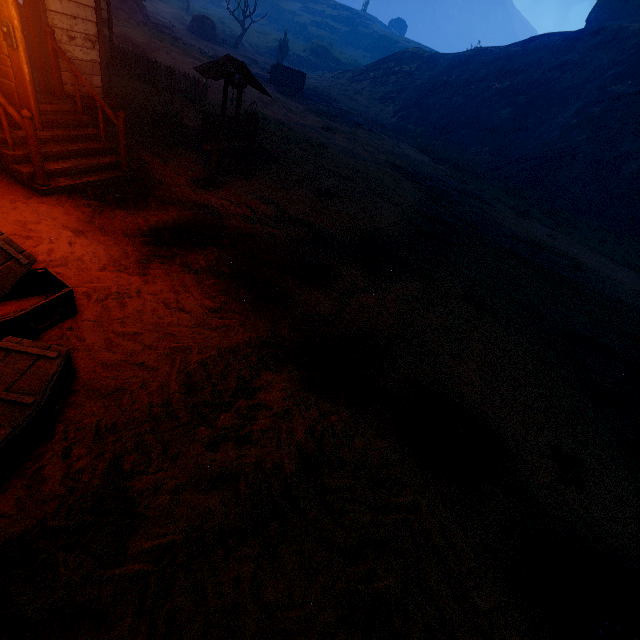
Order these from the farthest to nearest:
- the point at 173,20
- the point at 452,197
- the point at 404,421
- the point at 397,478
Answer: the point at 173,20 < the point at 452,197 < the point at 404,421 < the point at 397,478

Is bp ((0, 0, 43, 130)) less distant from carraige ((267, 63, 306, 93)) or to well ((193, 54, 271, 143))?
well ((193, 54, 271, 143))

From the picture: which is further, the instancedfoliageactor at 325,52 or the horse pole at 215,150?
the instancedfoliageactor at 325,52

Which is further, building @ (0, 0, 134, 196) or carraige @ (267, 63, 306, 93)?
carraige @ (267, 63, 306, 93)

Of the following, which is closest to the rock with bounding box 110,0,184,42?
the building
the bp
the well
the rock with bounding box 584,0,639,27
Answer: the building

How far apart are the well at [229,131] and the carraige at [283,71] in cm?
2550

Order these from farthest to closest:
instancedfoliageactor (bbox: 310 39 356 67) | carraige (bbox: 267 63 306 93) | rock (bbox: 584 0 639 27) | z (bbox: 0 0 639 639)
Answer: instancedfoliageactor (bbox: 310 39 356 67) → rock (bbox: 584 0 639 27) → carraige (bbox: 267 63 306 93) → z (bbox: 0 0 639 639)

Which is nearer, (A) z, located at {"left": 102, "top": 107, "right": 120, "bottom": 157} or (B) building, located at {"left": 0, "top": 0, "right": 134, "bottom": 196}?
(B) building, located at {"left": 0, "top": 0, "right": 134, "bottom": 196}
